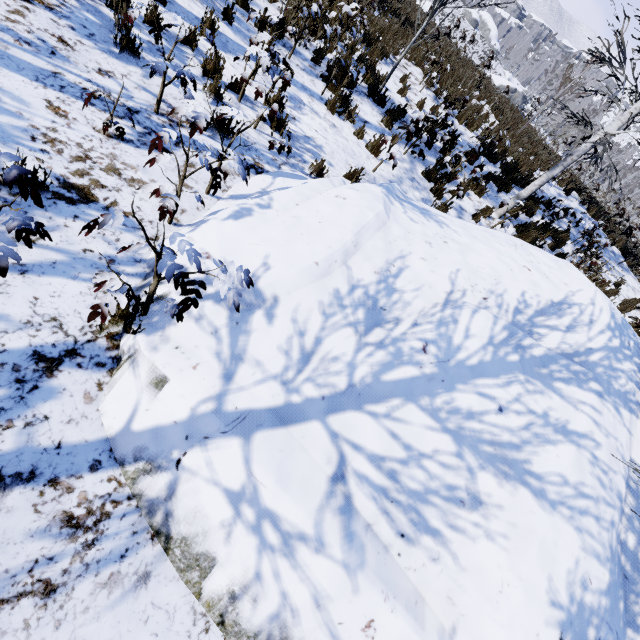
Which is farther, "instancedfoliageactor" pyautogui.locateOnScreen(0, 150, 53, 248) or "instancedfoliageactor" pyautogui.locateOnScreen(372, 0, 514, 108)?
"instancedfoliageactor" pyautogui.locateOnScreen(372, 0, 514, 108)

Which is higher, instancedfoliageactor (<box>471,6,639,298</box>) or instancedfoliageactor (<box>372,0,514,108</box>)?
instancedfoliageactor (<box>471,6,639,298</box>)

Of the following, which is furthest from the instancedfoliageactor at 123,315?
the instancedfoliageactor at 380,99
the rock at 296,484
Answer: the instancedfoliageactor at 380,99

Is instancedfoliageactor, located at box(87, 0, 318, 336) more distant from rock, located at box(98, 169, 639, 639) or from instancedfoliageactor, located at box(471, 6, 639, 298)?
instancedfoliageactor, located at box(471, 6, 639, 298)

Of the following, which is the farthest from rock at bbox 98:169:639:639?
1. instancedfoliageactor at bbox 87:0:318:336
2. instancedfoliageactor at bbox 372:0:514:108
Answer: instancedfoliageactor at bbox 372:0:514:108

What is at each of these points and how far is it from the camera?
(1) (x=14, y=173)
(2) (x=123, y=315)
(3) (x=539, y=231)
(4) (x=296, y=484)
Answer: (1) instancedfoliageactor, 1.4 meters
(2) instancedfoliageactor, 2.1 meters
(3) instancedfoliageactor, 9.0 meters
(4) rock, 1.8 meters

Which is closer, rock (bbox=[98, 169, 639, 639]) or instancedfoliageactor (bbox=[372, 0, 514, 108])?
rock (bbox=[98, 169, 639, 639])
